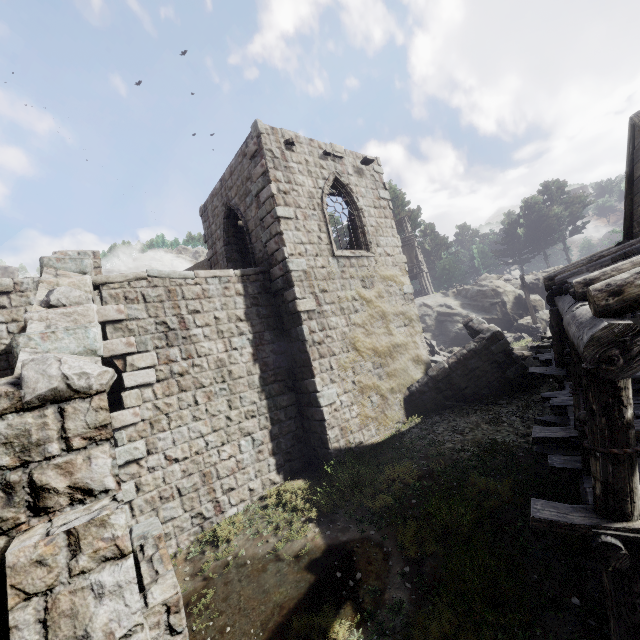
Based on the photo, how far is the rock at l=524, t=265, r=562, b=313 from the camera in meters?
26.3 m

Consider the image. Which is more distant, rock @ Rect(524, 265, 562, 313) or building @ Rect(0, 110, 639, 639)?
rock @ Rect(524, 265, 562, 313)

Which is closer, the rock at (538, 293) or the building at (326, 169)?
the building at (326, 169)

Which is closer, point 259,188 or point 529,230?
point 259,188
